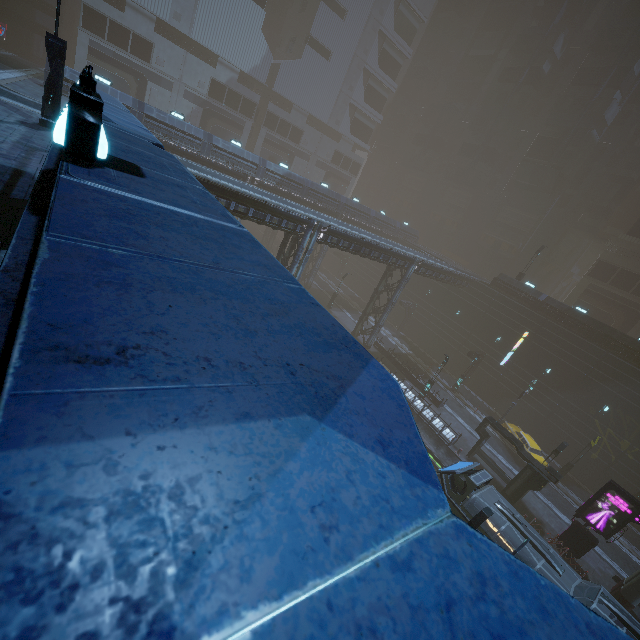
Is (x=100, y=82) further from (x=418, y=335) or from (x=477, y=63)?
(x=477, y=63)

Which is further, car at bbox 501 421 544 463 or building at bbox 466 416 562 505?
car at bbox 501 421 544 463

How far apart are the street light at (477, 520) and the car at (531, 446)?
18.3 meters

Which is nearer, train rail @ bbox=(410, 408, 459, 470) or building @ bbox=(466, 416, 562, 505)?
building @ bbox=(466, 416, 562, 505)

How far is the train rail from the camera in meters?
26.0

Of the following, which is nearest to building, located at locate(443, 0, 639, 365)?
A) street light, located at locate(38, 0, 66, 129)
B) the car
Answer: street light, located at locate(38, 0, 66, 129)

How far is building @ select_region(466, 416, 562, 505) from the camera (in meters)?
22.94

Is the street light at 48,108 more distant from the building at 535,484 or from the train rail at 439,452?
the train rail at 439,452
